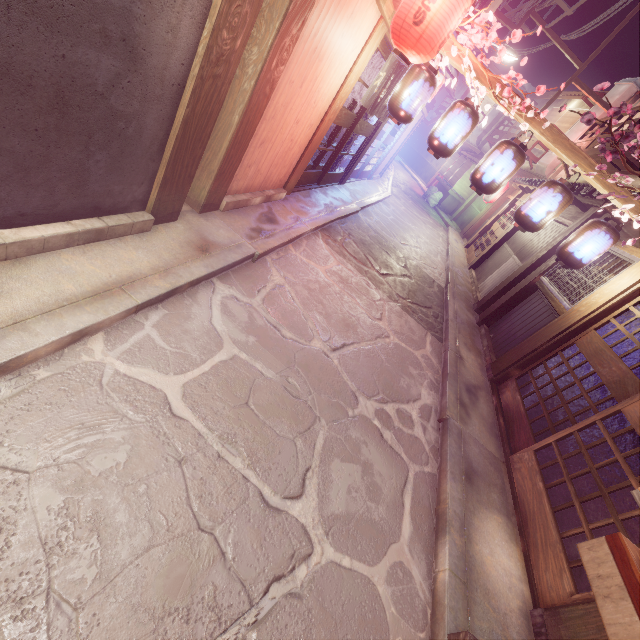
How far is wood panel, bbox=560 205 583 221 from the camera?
14.13m

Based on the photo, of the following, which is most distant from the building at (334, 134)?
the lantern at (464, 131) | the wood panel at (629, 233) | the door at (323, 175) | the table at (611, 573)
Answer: the table at (611, 573)

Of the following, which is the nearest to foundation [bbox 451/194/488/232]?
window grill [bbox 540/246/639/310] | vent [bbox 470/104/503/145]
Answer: vent [bbox 470/104/503/145]

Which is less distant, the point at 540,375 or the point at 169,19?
the point at 169,19

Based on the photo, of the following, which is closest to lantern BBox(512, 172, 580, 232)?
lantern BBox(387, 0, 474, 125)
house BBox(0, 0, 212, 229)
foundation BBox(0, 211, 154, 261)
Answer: lantern BBox(387, 0, 474, 125)

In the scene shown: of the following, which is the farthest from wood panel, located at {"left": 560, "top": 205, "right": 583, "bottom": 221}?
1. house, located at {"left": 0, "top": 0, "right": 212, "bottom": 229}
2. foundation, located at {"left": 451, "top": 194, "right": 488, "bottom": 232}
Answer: house, located at {"left": 0, "top": 0, "right": 212, "bottom": 229}

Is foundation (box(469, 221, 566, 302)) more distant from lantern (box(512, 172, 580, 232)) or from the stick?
lantern (box(512, 172, 580, 232))

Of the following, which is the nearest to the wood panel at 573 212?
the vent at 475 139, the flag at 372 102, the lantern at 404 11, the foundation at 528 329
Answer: the foundation at 528 329
